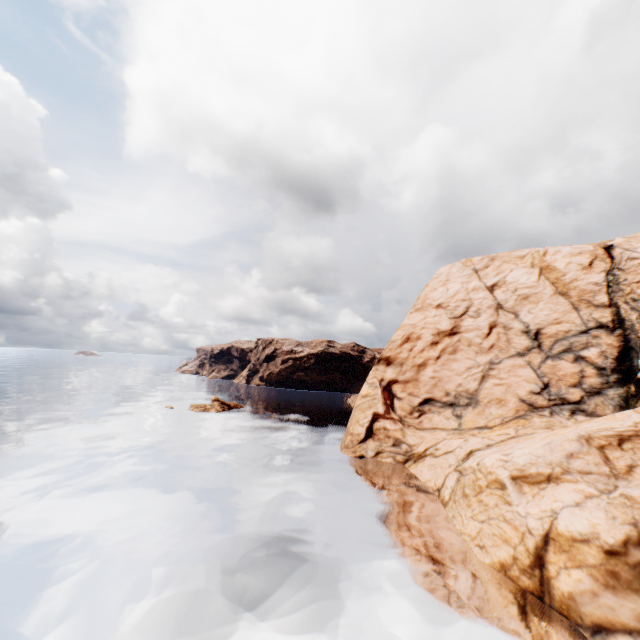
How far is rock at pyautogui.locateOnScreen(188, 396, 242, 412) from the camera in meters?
53.8

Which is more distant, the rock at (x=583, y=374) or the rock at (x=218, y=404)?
the rock at (x=218, y=404)

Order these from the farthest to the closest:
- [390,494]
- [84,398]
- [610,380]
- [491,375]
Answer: [84,398]
[491,375]
[610,380]
[390,494]

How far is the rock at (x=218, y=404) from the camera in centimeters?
5381cm

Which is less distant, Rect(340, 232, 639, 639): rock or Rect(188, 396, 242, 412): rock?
Rect(340, 232, 639, 639): rock
